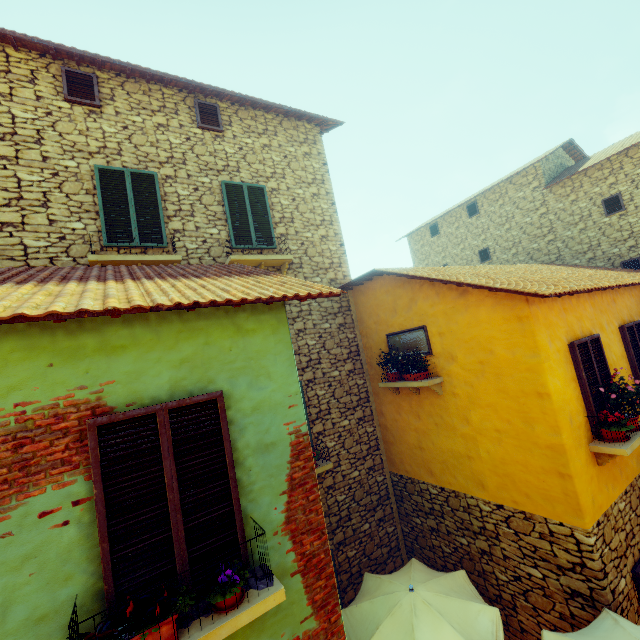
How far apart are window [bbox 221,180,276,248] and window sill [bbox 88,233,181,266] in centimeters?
125cm

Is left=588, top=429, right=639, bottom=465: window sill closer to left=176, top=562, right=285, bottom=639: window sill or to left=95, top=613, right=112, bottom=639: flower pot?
left=176, top=562, right=285, bottom=639: window sill

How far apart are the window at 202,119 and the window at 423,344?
6.36m

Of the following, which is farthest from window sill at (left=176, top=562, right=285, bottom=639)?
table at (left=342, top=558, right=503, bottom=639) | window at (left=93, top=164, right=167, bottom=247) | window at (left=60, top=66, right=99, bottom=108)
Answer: window at (left=60, top=66, right=99, bottom=108)

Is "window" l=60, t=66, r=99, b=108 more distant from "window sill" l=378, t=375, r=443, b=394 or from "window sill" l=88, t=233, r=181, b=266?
"window sill" l=378, t=375, r=443, b=394

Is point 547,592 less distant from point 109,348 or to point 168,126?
point 109,348

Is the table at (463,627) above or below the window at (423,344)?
below

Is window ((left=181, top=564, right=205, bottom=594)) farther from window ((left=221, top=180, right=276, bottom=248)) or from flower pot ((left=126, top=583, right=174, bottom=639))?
window ((left=221, top=180, right=276, bottom=248))
